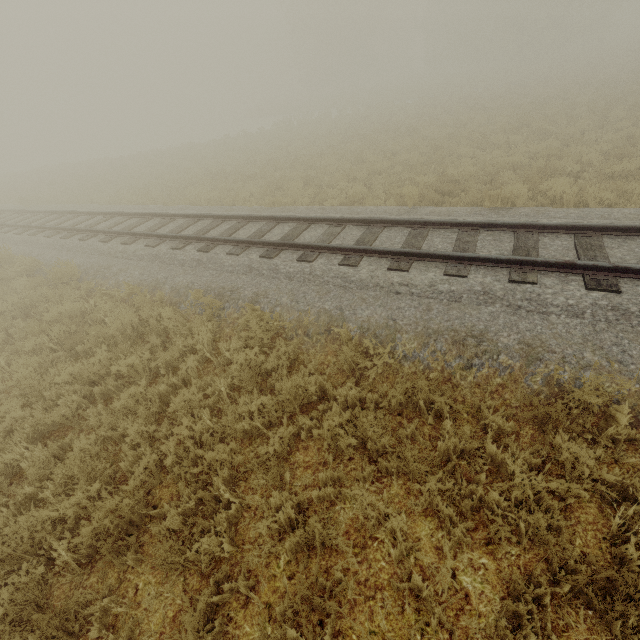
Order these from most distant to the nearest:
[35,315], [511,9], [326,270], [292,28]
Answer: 1. [292,28]
2. [511,9]
3. [35,315]
4. [326,270]
